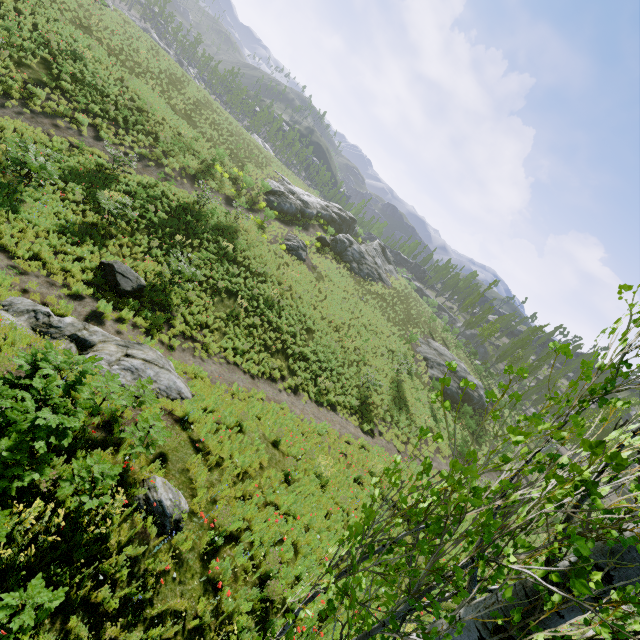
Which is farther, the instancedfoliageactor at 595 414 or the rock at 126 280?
the rock at 126 280

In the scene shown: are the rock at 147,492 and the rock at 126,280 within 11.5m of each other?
yes

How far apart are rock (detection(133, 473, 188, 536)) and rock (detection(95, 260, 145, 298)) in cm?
780

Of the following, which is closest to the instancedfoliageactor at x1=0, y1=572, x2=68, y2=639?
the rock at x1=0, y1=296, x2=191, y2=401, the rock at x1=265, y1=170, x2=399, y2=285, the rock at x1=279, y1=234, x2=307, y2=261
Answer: the rock at x1=265, y1=170, x2=399, y2=285

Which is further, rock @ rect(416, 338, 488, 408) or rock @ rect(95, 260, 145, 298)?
rock @ rect(416, 338, 488, 408)

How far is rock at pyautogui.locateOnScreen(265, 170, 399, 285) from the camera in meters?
33.9

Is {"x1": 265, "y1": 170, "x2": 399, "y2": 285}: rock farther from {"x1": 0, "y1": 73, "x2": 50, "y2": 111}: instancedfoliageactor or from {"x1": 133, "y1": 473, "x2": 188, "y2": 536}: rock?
{"x1": 133, "y1": 473, "x2": 188, "y2": 536}: rock

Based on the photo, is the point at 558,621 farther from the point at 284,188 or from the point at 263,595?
the point at 284,188
